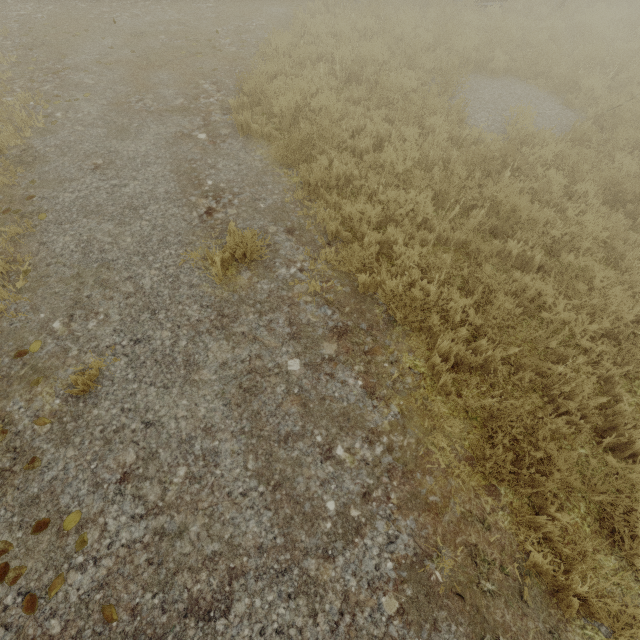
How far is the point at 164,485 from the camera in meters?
2.9 m
